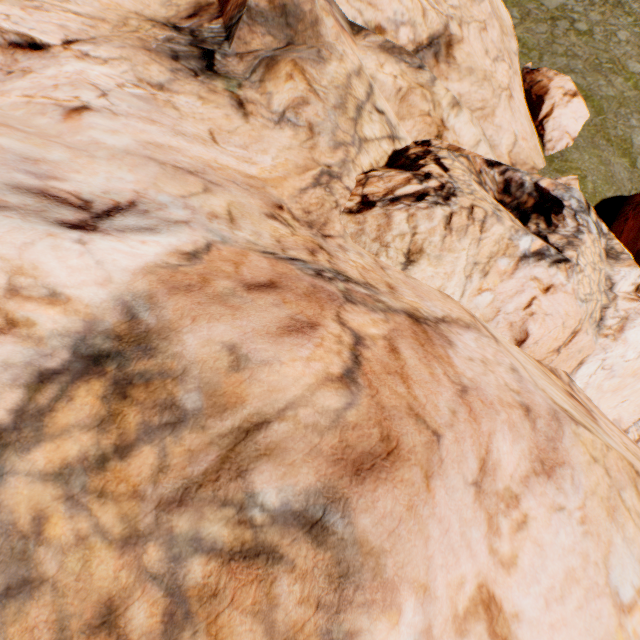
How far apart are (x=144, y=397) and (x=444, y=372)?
2.3m
